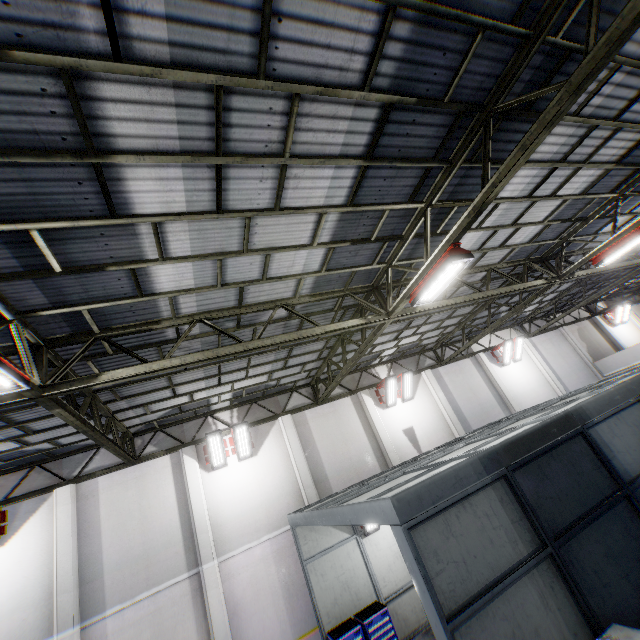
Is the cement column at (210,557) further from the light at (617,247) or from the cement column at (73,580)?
the light at (617,247)

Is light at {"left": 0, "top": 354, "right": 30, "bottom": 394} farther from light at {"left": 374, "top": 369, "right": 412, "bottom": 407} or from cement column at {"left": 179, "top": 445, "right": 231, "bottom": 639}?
light at {"left": 374, "top": 369, "right": 412, "bottom": 407}

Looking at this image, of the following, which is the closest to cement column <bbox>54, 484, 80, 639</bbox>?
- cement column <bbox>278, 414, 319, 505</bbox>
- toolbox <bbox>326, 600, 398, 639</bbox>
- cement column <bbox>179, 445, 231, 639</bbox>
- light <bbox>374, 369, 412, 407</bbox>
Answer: cement column <bbox>179, 445, 231, 639</bbox>

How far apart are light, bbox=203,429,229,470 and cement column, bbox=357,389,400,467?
6.2 meters

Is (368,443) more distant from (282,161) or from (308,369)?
(282,161)

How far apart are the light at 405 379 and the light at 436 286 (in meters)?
7.95

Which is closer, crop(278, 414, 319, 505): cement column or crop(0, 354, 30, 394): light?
crop(0, 354, 30, 394): light

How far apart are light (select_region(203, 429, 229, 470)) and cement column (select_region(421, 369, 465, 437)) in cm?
1023
